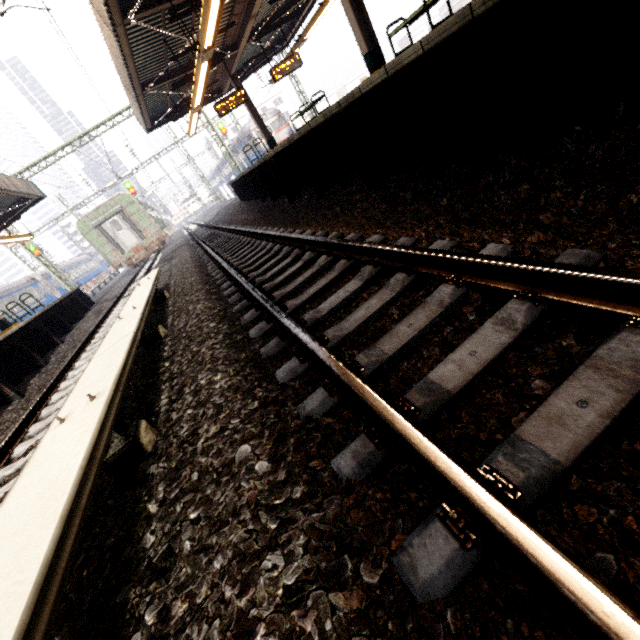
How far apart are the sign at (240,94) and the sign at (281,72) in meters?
1.3 m

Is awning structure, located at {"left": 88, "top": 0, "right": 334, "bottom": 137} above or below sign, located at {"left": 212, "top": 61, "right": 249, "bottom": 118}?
above

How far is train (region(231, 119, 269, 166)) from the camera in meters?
27.9 m

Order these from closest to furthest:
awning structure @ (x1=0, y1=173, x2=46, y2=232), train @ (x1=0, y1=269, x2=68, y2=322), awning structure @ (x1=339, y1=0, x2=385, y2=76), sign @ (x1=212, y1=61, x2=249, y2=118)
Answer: awning structure @ (x1=339, y1=0, x2=385, y2=76) < awning structure @ (x1=0, y1=173, x2=46, y2=232) < sign @ (x1=212, y1=61, x2=249, y2=118) < train @ (x1=0, y1=269, x2=68, y2=322)

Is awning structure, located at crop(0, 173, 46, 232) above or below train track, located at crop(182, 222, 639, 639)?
above

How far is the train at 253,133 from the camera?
27.9m

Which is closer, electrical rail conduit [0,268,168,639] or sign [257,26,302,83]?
electrical rail conduit [0,268,168,639]

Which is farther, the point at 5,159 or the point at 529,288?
the point at 5,159
